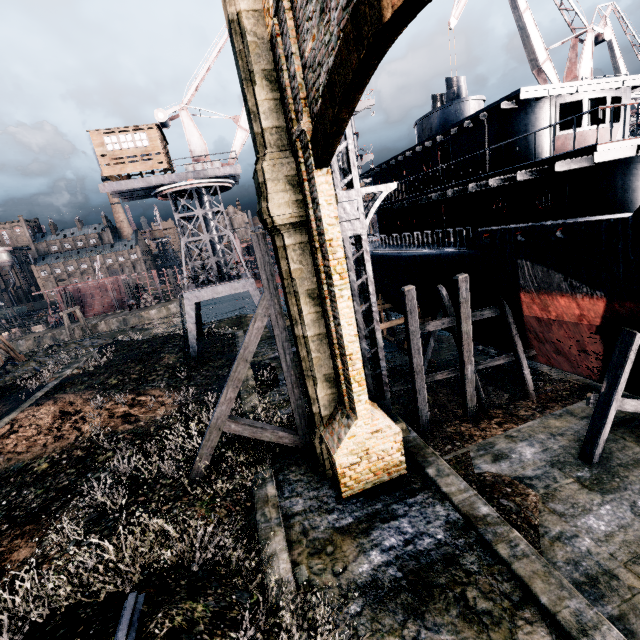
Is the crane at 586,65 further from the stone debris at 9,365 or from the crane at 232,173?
the stone debris at 9,365

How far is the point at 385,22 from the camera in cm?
423

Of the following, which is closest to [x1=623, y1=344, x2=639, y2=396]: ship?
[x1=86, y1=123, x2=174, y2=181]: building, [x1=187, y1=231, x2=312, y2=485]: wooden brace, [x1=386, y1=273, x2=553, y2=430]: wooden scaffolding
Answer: [x1=386, y1=273, x2=553, y2=430]: wooden scaffolding

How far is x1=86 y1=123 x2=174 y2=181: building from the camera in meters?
23.5

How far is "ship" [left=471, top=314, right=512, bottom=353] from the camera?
17.62m

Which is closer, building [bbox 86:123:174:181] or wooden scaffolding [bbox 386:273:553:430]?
wooden scaffolding [bbox 386:273:553:430]

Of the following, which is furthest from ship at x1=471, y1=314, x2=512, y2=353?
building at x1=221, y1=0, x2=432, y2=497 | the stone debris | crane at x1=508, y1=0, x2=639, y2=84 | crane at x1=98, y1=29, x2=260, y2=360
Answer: the stone debris

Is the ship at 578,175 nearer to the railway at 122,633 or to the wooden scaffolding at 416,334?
the wooden scaffolding at 416,334
